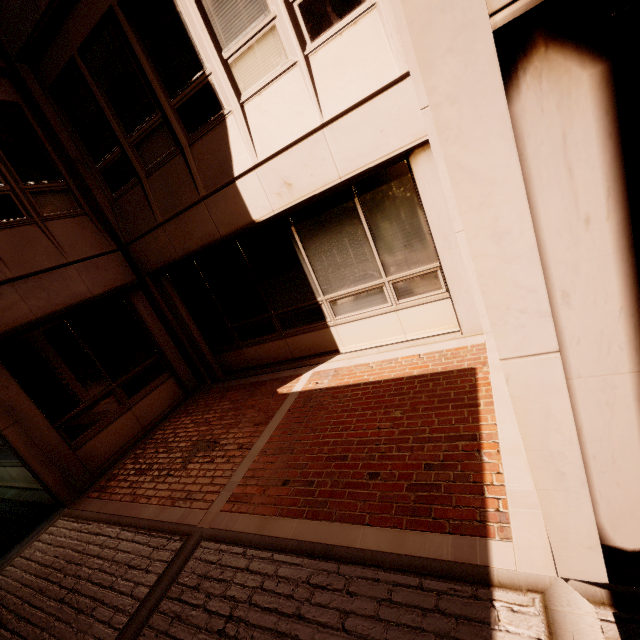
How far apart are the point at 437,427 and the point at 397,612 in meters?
1.9 m
